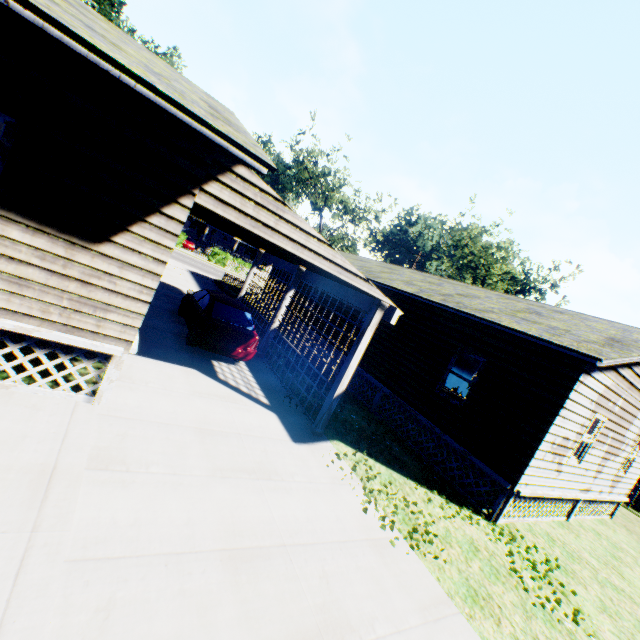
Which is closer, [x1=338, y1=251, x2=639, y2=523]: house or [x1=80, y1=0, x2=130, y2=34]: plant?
[x1=338, y1=251, x2=639, y2=523]: house

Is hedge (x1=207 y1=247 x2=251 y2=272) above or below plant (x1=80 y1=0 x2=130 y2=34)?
below

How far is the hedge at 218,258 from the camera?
39.7 meters

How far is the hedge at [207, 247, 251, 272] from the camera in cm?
3969

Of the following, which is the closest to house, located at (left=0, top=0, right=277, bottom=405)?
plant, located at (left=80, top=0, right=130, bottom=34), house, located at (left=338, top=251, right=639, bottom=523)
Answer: house, located at (left=338, top=251, right=639, bottom=523)

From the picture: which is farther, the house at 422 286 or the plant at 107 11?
the plant at 107 11

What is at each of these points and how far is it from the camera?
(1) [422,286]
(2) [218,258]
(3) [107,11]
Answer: (1) house, 12.6 meters
(2) hedge, 40.0 meters
(3) plant, 54.5 meters

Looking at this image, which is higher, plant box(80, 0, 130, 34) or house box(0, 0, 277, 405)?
plant box(80, 0, 130, 34)
